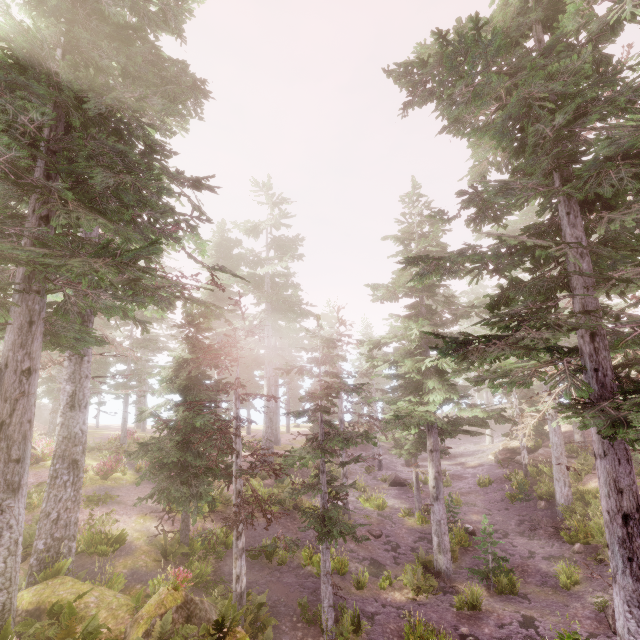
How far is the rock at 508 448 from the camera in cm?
2953

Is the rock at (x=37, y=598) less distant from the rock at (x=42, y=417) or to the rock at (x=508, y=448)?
the rock at (x=508, y=448)

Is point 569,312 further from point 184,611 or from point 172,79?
point 172,79

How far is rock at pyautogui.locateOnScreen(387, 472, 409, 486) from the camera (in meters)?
27.48

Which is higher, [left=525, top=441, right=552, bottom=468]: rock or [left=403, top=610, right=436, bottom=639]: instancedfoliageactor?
[left=525, top=441, right=552, bottom=468]: rock

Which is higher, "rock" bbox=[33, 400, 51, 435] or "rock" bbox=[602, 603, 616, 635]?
"rock" bbox=[33, 400, 51, 435]

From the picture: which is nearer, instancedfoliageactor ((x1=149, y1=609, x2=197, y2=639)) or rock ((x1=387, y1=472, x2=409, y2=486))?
instancedfoliageactor ((x1=149, y1=609, x2=197, y2=639))

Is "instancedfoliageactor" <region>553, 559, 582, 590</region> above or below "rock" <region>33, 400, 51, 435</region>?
below
